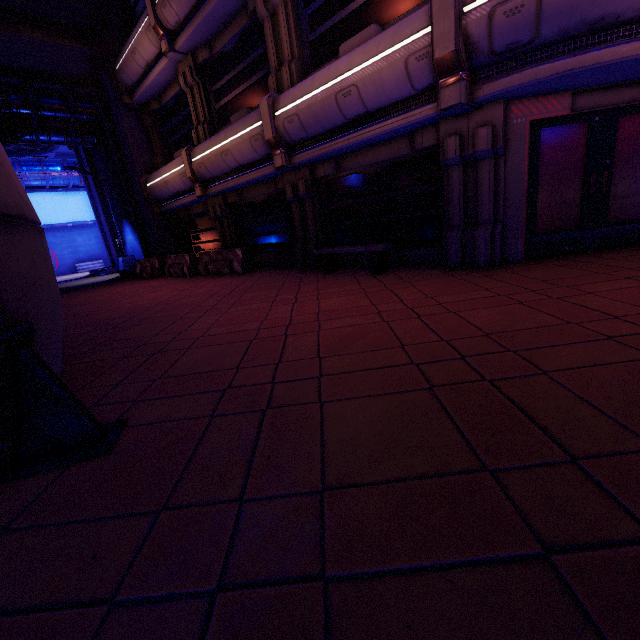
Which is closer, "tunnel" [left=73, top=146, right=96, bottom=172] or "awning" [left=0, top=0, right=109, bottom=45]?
"awning" [left=0, top=0, right=109, bottom=45]

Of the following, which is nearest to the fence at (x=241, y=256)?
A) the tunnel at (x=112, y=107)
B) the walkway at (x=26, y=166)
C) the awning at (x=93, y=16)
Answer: the tunnel at (x=112, y=107)

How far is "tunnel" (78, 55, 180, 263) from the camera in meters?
14.6

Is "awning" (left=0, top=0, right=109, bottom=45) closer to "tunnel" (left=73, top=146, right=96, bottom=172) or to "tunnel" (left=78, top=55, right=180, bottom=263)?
"tunnel" (left=78, top=55, right=180, bottom=263)

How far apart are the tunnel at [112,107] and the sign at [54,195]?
16.3m

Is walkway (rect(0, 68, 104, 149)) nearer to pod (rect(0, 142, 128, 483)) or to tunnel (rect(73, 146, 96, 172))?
tunnel (rect(73, 146, 96, 172))

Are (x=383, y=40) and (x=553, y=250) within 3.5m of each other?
no

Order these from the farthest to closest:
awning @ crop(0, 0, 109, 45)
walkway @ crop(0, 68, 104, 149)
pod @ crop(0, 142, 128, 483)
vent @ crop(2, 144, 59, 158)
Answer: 1. vent @ crop(2, 144, 59, 158)
2. walkway @ crop(0, 68, 104, 149)
3. awning @ crop(0, 0, 109, 45)
4. pod @ crop(0, 142, 128, 483)
